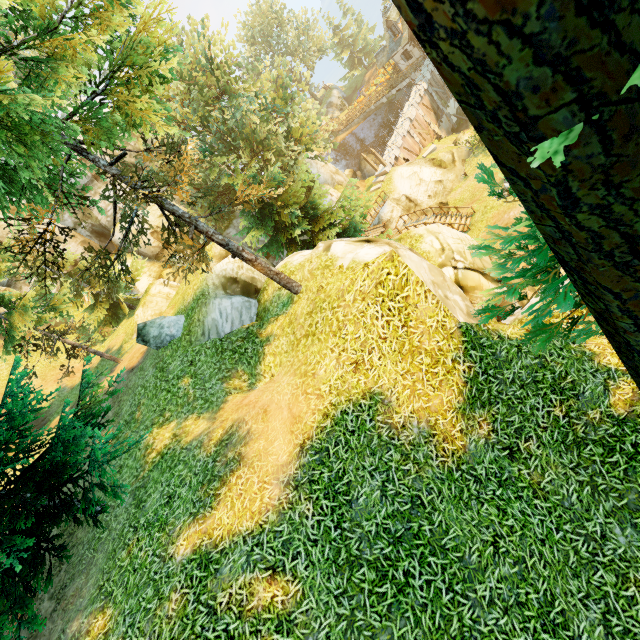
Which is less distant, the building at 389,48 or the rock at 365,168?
the building at 389,48

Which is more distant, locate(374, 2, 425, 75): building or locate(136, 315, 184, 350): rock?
locate(374, 2, 425, 75): building

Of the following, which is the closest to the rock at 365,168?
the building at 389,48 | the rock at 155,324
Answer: the building at 389,48

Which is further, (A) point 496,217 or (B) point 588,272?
(A) point 496,217

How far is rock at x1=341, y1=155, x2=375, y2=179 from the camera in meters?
43.6

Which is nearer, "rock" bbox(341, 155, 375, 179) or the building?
the building

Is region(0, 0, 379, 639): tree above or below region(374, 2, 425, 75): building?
above

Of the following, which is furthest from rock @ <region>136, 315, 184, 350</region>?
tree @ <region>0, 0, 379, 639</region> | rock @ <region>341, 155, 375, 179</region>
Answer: rock @ <region>341, 155, 375, 179</region>
